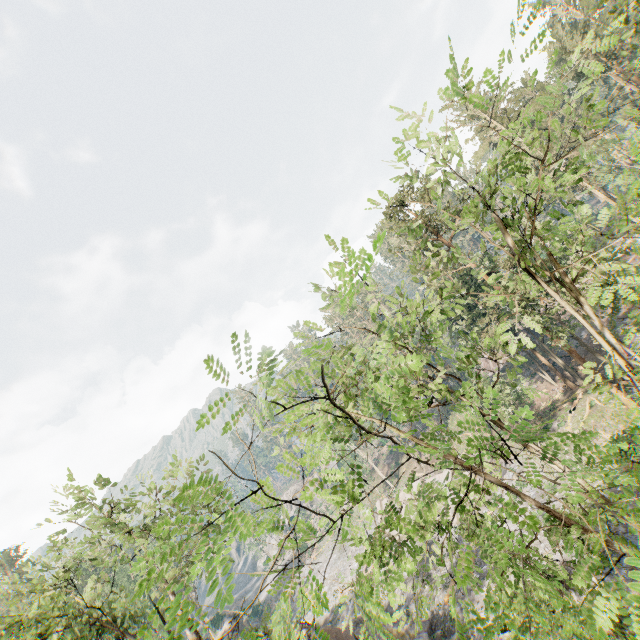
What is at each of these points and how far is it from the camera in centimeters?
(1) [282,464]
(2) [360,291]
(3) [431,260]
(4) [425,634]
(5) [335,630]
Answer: (1) foliage, 434cm
(2) foliage, 189cm
(3) foliage, 1068cm
(4) rock, 2303cm
(5) rock, 2511cm

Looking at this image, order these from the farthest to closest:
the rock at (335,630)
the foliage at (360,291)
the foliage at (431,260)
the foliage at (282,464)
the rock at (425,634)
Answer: the rock at (335,630) < the rock at (425,634) < the foliage at (282,464) < the foliage at (431,260) < the foliage at (360,291)

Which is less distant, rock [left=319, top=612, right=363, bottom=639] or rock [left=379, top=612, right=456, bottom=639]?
rock [left=379, top=612, right=456, bottom=639]

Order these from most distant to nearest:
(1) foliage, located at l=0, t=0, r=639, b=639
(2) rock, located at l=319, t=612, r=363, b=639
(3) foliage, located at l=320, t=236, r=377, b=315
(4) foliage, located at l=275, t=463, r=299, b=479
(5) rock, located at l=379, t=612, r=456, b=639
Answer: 1. (2) rock, located at l=319, t=612, r=363, b=639
2. (5) rock, located at l=379, t=612, r=456, b=639
3. (4) foliage, located at l=275, t=463, r=299, b=479
4. (1) foliage, located at l=0, t=0, r=639, b=639
5. (3) foliage, located at l=320, t=236, r=377, b=315

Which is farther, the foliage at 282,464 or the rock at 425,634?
the rock at 425,634

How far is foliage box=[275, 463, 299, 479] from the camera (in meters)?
4.23

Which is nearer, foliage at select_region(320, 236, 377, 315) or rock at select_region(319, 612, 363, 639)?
foliage at select_region(320, 236, 377, 315)
